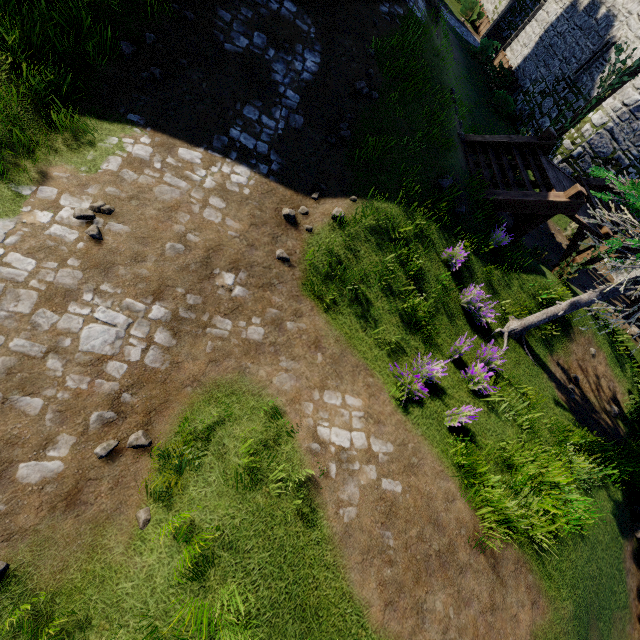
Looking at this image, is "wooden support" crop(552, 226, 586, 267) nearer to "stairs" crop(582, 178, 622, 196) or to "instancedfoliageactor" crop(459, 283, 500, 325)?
"stairs" crop(582, 178, 622, 196)

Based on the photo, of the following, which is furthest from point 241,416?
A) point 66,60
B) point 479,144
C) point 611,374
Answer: point 479,144

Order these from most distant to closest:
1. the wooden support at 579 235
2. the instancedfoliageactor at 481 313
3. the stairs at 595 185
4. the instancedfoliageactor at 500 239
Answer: the stairs at 595 185, the wooden support at 579 235, the instancedfoliageactor at 500 239, the instancedfoliageactor at 481 313

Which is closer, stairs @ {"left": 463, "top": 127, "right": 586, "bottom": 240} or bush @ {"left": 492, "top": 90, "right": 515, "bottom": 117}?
stairs @ {"left": 463, "top": 127, "right": 586, "bottom": 240}

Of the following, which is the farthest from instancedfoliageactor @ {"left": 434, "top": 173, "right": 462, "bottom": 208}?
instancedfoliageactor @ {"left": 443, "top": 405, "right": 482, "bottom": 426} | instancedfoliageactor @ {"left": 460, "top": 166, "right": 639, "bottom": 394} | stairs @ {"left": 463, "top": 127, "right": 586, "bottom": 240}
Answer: instancedfoliageactor @ {"left": 443, "top": 405, "right": 482, "bottom": 426}

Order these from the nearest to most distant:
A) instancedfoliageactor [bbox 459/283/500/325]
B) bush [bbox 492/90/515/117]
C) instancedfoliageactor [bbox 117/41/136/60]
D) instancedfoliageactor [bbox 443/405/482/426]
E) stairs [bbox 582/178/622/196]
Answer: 1. instancedfoliageactor [bbox 443/405/482/426]
2. instancedfoliageactor [bbox 117/41/136/60]
3. instancedfoliageactor [bbox 459/283/500/325]
4. stairs [bbox 582/178/622/196]
5. bush [bbox 492/90/515/117]

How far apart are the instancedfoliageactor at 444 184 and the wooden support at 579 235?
6.23m

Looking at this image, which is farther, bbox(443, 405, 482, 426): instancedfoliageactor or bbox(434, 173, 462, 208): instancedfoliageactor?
bbox(434, 173, 462, 208): instancedfoliageactor
